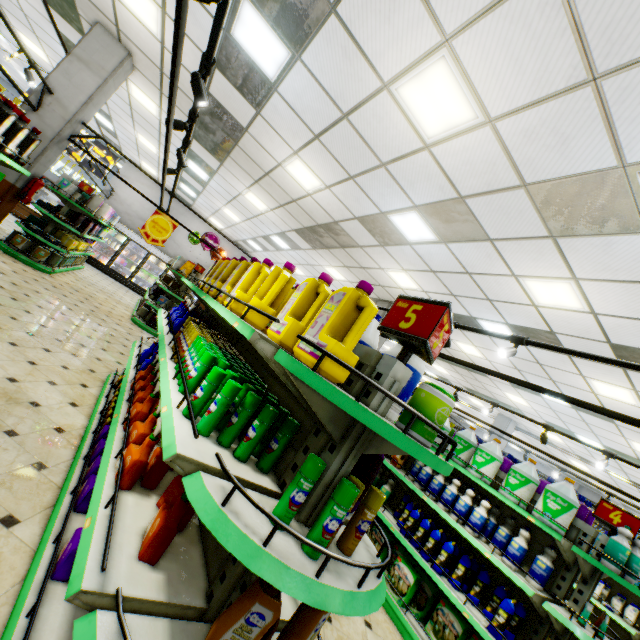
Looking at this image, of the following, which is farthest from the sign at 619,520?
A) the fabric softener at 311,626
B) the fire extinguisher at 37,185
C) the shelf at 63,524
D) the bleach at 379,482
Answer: the fire extinguisher at 37,185

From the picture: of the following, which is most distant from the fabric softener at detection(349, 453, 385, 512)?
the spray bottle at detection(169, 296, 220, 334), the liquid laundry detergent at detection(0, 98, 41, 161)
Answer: A: the liquid laundry detergent at detection(0, 98, 41, 161)

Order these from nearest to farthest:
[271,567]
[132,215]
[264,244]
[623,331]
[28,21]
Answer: [271,567] → [623,331] → [28,21] → [264,244] → [132,215]

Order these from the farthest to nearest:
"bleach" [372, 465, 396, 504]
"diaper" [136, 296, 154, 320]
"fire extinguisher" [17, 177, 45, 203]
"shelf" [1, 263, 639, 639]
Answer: "diaper" [136, 296, 154, 320] → "fire extinguisher" [17, 177, 45, 203] → "bleach" [372, 465, 396, 504] → "shelf" [1, 263, 639, 639]

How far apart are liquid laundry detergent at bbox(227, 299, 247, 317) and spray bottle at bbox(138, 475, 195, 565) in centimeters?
90cm

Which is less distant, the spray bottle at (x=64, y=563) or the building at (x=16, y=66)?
the spray bottle at (x=64, y=563)

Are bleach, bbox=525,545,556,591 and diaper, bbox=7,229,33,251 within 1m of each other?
no

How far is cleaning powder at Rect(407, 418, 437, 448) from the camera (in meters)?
1.37
